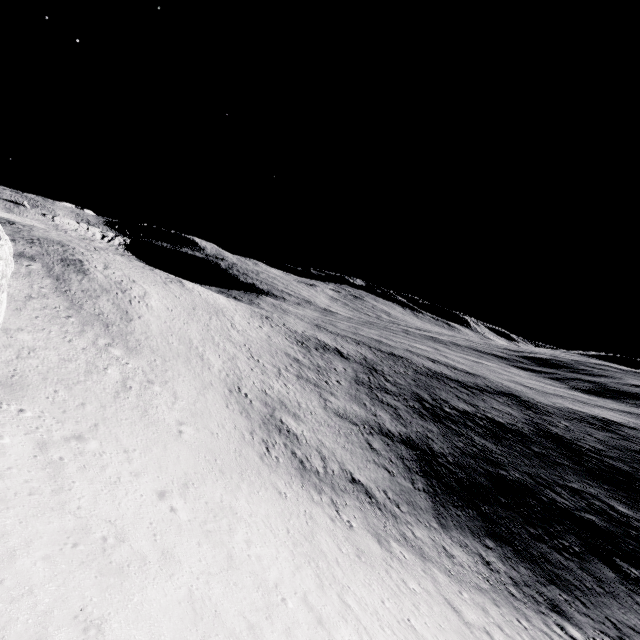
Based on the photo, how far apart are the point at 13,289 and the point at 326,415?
33.1 meters
